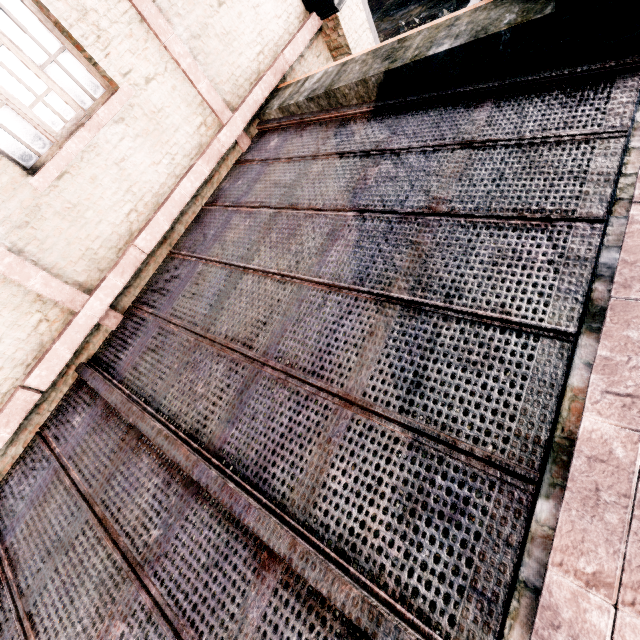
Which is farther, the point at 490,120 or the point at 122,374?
the point at 122,374
